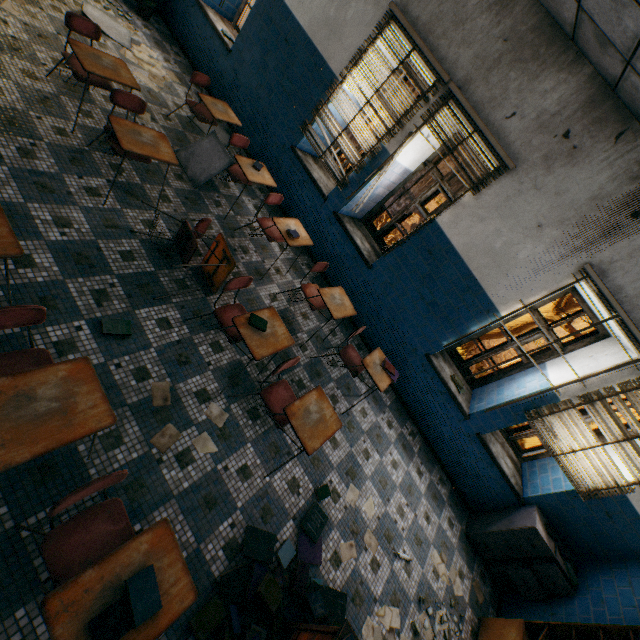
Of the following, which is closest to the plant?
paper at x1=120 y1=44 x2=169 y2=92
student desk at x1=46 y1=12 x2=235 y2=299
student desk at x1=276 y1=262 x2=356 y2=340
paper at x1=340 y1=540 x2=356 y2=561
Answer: paper at x1=120 y1=44 x2=169 y2=92

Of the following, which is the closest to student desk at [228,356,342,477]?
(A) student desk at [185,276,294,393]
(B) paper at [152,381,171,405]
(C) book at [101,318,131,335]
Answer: (A) student desk at [185,276,294,393]

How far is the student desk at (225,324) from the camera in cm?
281

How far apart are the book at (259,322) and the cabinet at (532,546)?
4.3m

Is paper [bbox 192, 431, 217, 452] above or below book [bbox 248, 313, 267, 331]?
below

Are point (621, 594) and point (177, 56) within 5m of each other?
no

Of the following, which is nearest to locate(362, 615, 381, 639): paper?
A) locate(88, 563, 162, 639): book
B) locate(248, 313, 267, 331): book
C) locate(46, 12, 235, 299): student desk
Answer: locate(88, 563, 162, 639): book

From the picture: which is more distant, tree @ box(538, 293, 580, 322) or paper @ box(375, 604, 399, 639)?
tree @ box(538, 293, 580, 322)
